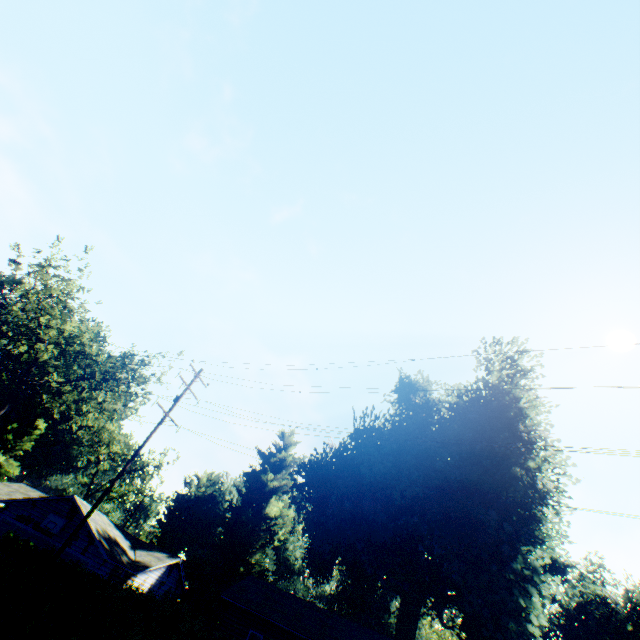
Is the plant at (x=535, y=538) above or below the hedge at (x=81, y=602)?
above

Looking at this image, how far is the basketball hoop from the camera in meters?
23.0 m

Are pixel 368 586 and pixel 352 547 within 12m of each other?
yes

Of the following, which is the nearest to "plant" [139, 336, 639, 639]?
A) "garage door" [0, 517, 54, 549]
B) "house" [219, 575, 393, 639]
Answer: "house" [219, 575, 393, 639]

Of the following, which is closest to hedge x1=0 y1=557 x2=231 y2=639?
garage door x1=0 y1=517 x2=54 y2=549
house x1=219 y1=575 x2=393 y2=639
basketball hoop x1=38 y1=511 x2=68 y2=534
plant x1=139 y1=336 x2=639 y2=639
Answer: house x1=219 y1=575 x2=393 y2=639

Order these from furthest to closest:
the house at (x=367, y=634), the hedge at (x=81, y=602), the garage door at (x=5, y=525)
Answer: the garage door at (x=5, y=525)
the house at (x=367, y=634)
the hedge at (x=81, y=602)

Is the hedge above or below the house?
below

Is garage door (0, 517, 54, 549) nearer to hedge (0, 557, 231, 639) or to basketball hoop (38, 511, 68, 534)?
basketball hoop (38, 511, 68, 534)
